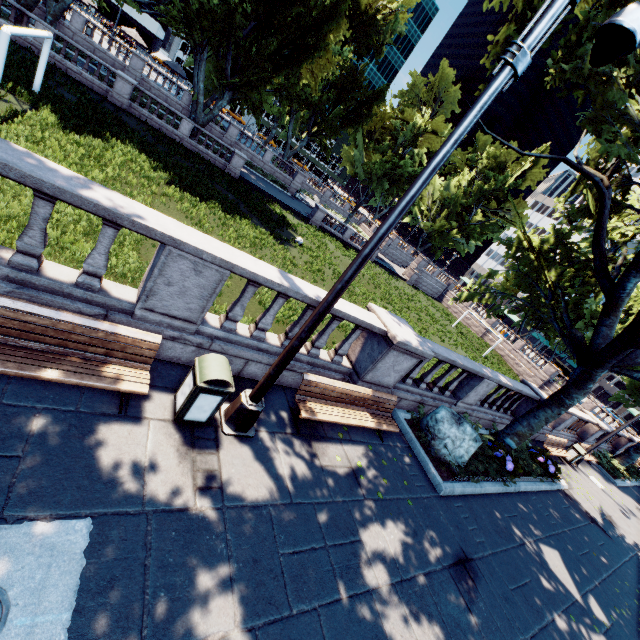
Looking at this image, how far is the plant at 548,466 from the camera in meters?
12.0

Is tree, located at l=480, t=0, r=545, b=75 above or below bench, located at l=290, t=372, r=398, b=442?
above

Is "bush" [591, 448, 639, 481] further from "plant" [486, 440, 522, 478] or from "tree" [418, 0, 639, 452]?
"plant" [486, 440, 522, 478]

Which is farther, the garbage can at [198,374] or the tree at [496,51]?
the tree at [496,51]

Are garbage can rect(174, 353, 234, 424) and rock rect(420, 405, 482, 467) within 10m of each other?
yes

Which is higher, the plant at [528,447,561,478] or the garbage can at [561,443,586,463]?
the garbage can at [561,443,586,463]

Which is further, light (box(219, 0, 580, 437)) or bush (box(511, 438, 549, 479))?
bush (box(511, 438, 549, 479))

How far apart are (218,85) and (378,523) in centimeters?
3710cm
